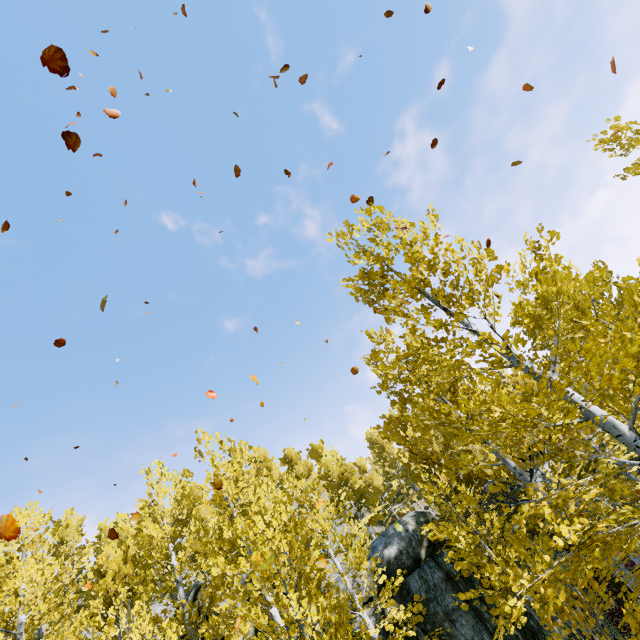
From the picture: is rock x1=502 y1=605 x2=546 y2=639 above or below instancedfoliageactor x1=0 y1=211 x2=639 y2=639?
below

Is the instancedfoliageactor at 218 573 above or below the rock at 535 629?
above

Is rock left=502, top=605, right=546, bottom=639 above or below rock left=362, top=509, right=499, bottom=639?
below

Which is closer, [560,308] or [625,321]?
[560,308]

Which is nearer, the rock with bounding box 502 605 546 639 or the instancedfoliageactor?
the instancedfoliageactor

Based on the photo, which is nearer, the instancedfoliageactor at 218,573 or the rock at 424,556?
the instancedfoliageactor at 218,573
